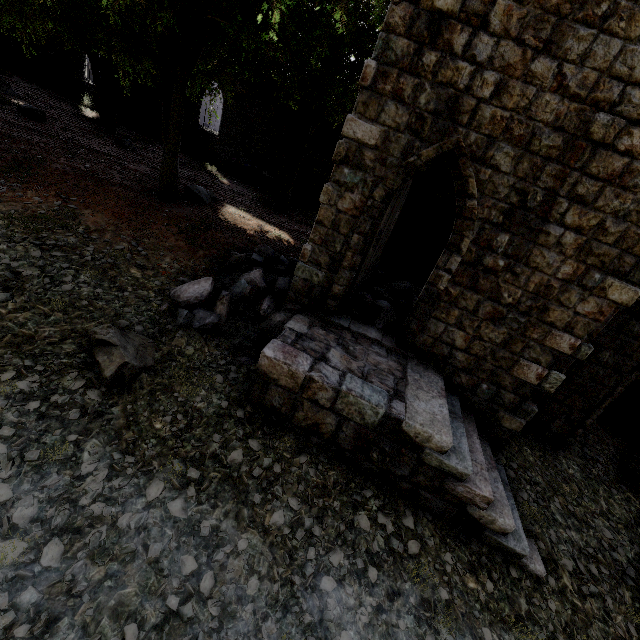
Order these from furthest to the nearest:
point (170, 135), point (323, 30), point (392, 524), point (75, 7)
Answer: →
point (75, 7)
point (170, 135)
point (323, 30)
point (392, 524)

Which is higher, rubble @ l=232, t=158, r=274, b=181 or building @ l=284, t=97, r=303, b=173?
building @ l=284, t=97, r=303, b=173

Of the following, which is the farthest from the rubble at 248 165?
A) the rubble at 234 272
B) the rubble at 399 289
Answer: the rubble at 399 289

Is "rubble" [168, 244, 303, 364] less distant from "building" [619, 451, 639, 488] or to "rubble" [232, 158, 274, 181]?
"building" [619, 451, 639, 488]

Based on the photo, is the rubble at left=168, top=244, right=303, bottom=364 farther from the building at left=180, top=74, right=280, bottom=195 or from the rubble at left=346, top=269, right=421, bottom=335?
the rubble at left=346, top=269, right=421, bottom=335

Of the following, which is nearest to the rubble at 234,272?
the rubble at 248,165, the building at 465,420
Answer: the building at 465,420

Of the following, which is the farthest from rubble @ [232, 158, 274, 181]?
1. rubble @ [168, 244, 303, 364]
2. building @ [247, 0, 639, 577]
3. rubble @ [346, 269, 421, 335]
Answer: rubble @ [346, 269, 421, 335]
